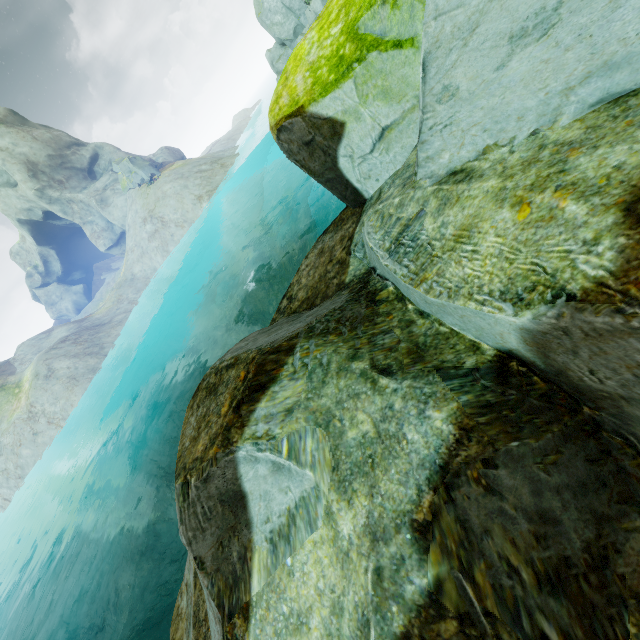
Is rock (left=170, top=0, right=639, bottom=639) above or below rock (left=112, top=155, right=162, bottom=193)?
below

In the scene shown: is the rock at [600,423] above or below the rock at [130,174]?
below

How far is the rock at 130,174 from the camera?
43.72m

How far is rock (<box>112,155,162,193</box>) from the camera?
43.7m

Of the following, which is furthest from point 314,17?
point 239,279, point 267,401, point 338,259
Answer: point 267,401

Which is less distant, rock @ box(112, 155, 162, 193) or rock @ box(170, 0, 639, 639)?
rock @ box(170, 0, 639, 639)
